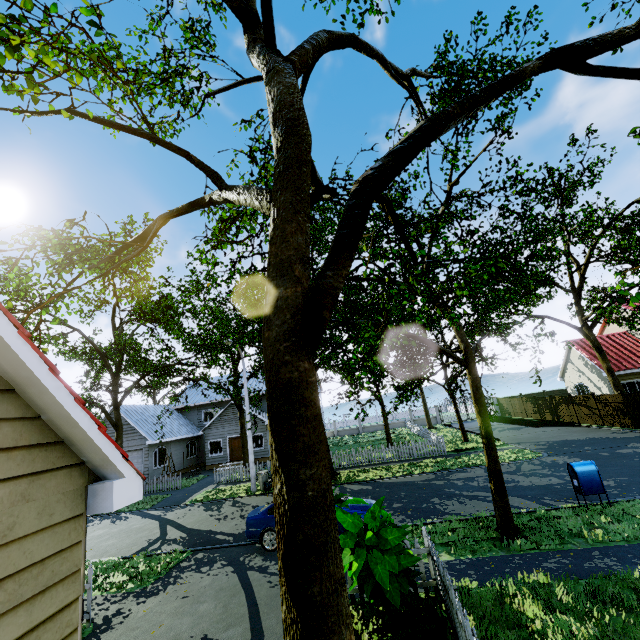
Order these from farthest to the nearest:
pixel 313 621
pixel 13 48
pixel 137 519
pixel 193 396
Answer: pixel 193 396
pixel 137 519
pixel 13 48
pixel 313 621

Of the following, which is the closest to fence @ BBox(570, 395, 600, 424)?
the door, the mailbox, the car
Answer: the car

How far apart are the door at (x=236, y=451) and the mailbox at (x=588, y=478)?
25.35m

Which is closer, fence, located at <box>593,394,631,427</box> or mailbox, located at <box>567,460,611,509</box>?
mailbox, located at <box>567,460,611,509</box>

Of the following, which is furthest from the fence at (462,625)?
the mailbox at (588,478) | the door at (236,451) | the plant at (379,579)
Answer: the door at (236,451)

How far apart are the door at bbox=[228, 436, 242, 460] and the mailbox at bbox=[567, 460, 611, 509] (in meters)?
25.35

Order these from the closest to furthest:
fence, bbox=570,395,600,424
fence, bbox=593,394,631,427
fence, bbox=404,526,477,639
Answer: fence, bbox=404,526,477,639, fence, bbox=593,394,631,427, fence, bbox=570,395,600,424

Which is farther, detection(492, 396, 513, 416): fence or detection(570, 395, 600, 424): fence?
detection(492, 396, 513, 416): fence
